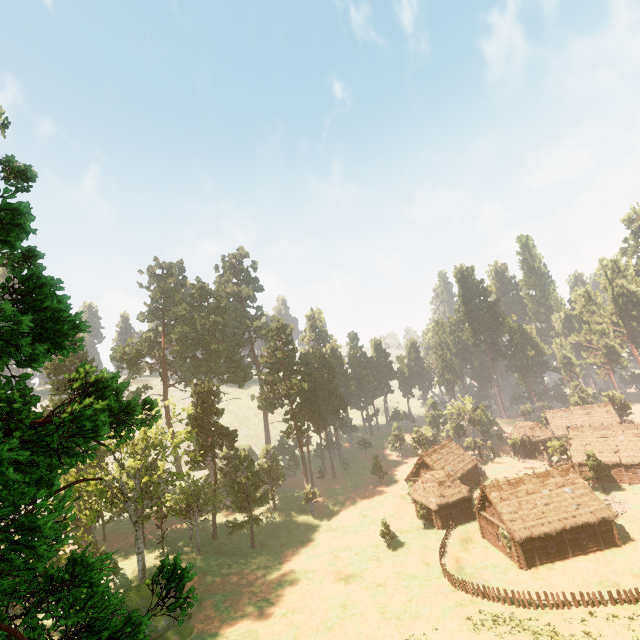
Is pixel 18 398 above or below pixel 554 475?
above

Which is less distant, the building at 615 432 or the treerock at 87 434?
the treerock at 87 434

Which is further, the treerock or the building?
the building
